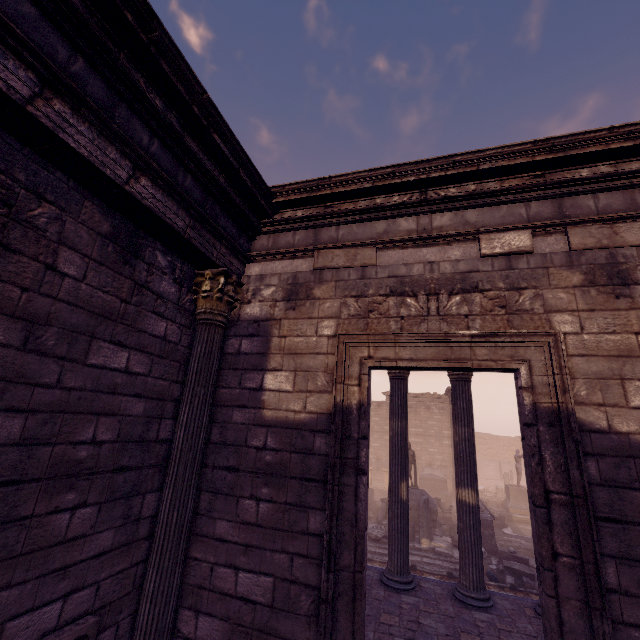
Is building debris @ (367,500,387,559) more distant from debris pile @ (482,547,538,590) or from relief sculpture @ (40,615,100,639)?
relief sculpture @ (40,615,100,639)

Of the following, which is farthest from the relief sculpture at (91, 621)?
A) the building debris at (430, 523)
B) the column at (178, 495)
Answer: the building debris at (430, 523)

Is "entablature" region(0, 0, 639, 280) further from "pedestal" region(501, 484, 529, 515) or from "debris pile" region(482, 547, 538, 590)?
"pedestal" region(501, 484, 529, 515)

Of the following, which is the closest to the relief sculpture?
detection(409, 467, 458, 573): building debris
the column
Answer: the column

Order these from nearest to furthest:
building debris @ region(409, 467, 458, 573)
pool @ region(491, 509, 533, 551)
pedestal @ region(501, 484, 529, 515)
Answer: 1. building debris @ region(409, 467, 458, 573)
2. pool @ region(491, 509, 533, 551)
3. pedestal @ region(501, 484, 529, 515)

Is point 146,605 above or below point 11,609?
below

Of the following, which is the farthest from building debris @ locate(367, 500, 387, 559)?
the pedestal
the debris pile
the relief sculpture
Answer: the relief sculpture

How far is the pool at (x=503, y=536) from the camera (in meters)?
14.31
